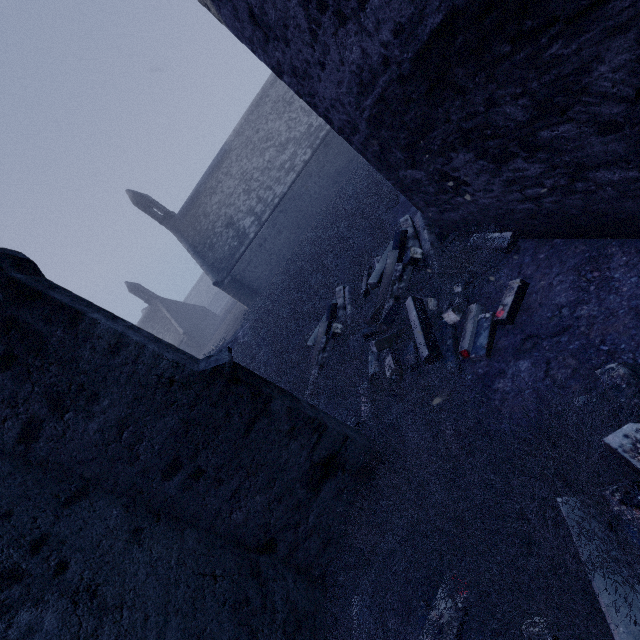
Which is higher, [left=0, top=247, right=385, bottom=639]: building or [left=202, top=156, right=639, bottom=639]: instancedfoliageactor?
[left=0, top=247, right=385, bottom=639]: building

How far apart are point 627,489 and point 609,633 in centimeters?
64cm

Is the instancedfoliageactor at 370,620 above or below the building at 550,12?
below
